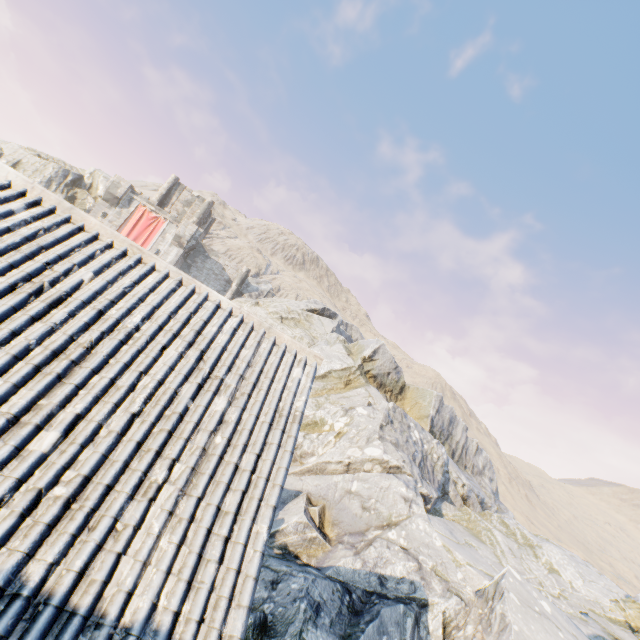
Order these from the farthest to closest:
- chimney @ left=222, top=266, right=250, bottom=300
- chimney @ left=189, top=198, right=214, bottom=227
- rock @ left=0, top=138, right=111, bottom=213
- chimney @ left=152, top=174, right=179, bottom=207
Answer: chimney @ left=189, top=198, right=214, bottom=227 → chimney @ left=152, top=174, right=179, bottom=207 → chimney @ left=222, top=266, right=250, bottom=300 → rock @ left=0, top=138, right=111, bottom=213

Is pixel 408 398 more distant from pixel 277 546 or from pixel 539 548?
pixel 277 546

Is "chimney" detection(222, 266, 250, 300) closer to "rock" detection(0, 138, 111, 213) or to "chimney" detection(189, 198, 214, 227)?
"rock" detection(0, 138, 111, 213)

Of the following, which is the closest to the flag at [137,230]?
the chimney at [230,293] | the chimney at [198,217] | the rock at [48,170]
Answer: the rock at [48,170]

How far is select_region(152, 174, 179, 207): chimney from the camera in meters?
37.9 m

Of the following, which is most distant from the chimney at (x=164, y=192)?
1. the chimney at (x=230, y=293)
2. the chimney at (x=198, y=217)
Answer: the chimney at (x=230, y=293)

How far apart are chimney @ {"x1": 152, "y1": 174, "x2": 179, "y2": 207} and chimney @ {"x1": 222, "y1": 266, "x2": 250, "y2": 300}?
11.9m

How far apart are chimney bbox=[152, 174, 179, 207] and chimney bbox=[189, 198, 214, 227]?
3.19m
